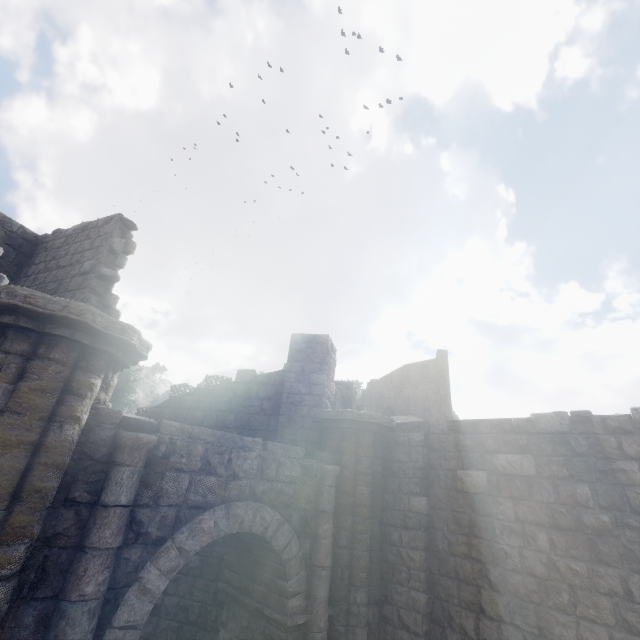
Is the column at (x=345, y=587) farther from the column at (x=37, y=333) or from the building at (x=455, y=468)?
the column at (x=37, y=333)

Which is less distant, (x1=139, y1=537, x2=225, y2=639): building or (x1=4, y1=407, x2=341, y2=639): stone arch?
(x1=4, y1=407, x2=341, y2=639): stone arch

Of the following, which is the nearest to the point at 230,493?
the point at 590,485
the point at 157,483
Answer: the point at 157,483

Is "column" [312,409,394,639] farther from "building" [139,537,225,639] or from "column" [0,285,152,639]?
"column" [0,285,152,639]

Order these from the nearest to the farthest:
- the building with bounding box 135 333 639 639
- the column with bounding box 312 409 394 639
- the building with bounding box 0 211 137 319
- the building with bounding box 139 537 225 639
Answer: the building with bounding box 135 333 639 639 → the column with bounding box 312 409 394 639 → the building with bounding box 0 211 137 319 → the building with bounding box 139 537 225 639

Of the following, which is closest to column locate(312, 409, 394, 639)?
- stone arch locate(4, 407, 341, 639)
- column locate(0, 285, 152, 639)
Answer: stone arch locate(4, 407, 341, 639)
